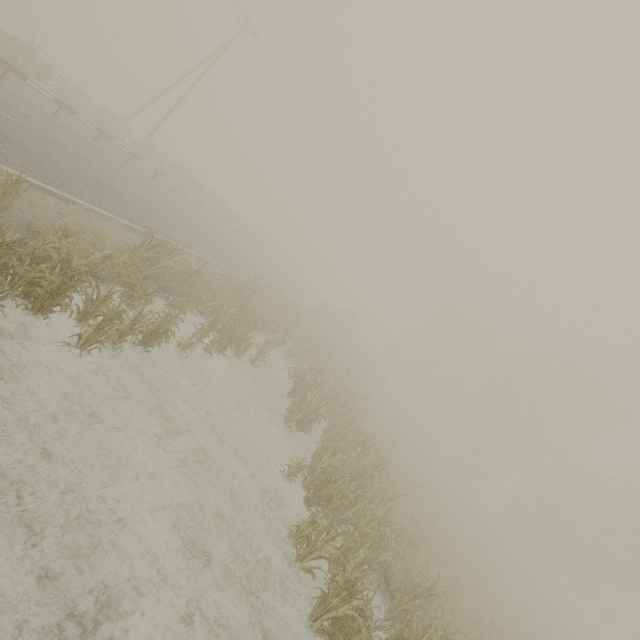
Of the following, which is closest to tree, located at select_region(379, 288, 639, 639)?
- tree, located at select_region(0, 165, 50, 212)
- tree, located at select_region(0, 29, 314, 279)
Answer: tree, located at select_region(0, 165, 50, 212)

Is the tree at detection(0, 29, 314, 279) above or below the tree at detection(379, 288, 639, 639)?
below

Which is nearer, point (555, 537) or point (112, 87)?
point (555, 537)

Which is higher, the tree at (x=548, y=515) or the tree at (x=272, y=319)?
the tree at (x=548, y=515)

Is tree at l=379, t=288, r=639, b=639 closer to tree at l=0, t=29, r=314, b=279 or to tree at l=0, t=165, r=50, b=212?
tree at l=0, t=165, r=50, b=212

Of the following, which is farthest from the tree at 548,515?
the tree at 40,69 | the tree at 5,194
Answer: the tree at 40,69

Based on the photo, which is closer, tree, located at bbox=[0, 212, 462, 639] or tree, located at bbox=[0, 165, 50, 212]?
tree, located at bbox=[0, 212, 462, 639]
